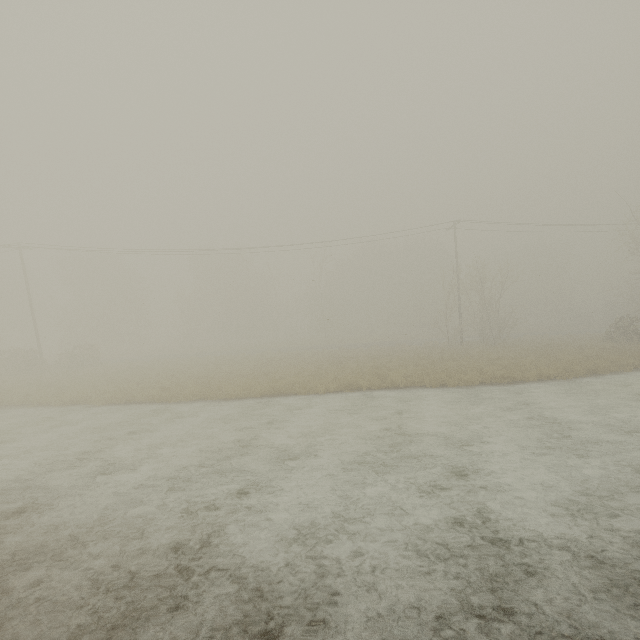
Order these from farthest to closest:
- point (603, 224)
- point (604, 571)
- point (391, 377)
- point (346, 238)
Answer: point (346, 238)
point (603, 224)
point (391, 377)
point (604, 571)
